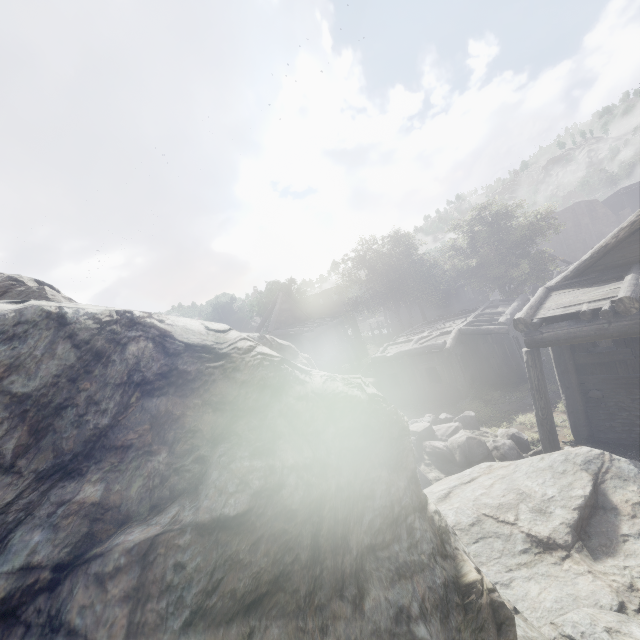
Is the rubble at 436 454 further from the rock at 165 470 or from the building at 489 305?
the building at 489 305

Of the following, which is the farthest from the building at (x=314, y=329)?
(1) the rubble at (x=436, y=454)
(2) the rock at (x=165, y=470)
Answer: (1) the rubble at (x=436, y=454)

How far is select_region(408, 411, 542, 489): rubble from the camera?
9.2 meters

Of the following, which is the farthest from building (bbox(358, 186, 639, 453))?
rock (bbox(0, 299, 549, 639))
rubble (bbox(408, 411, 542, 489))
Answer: rubble (bbox(408, 411, 542, 489))

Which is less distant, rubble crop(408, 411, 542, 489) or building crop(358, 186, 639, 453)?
building crop(358, 186, 639, 453)

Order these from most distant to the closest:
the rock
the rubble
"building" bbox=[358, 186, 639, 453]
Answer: the rubble
"building" bbox=[358, 186, 639, 453]
the rock

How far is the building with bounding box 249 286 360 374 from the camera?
24.2m

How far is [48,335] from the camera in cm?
105
